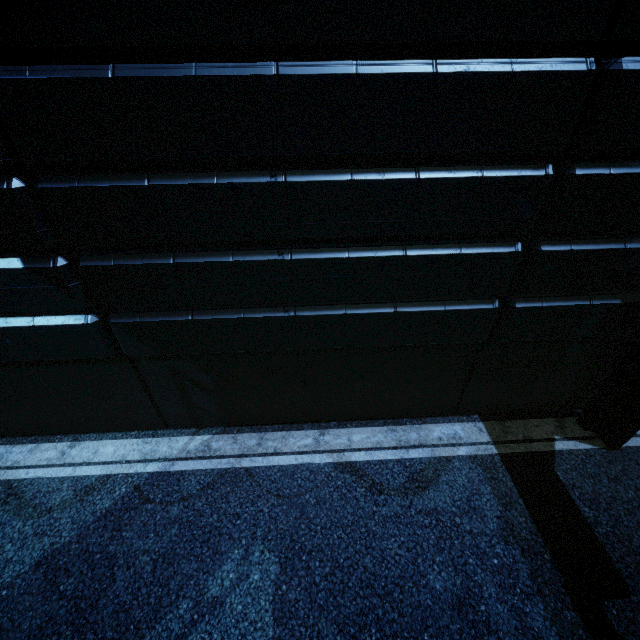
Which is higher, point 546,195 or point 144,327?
point 546,195
